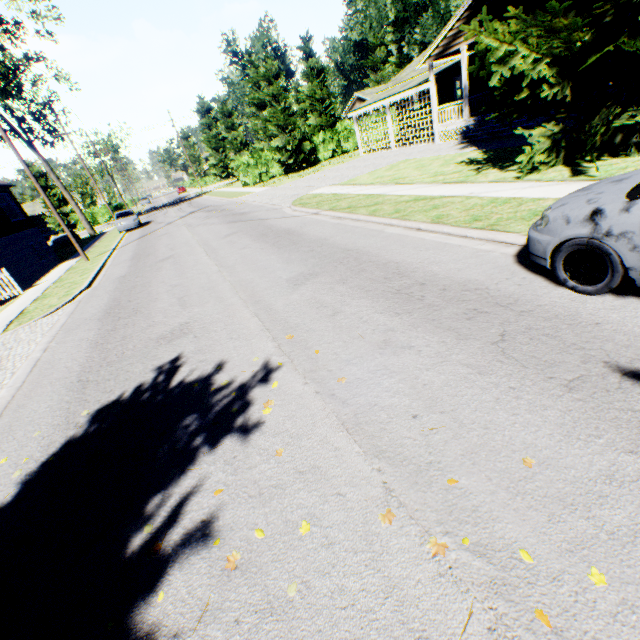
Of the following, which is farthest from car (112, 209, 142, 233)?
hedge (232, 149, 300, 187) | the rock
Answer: hedge (232, 149, 300, 187)

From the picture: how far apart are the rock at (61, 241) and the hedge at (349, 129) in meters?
26.8 m

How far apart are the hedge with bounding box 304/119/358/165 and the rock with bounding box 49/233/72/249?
26.8 meters

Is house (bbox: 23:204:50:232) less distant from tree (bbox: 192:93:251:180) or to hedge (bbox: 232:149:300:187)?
tree (bbox: 192:93:251:180)

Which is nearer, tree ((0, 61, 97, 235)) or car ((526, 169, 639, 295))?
car ((526, 169, 639, 295))

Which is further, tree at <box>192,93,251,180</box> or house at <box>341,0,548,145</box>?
tree at <box>192,93,251,180</box>

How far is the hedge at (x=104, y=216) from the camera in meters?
49.7

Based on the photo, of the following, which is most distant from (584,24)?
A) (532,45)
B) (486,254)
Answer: (486,254)
